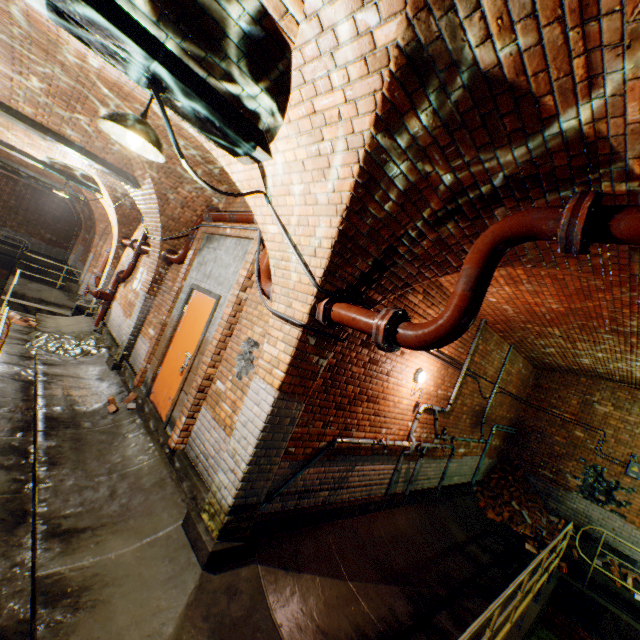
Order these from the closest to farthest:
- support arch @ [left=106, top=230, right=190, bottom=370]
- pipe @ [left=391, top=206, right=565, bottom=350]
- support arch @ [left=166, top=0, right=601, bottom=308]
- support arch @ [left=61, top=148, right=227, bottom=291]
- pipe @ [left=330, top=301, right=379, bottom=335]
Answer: support arch @ [left=166, top=0, right=601, bottom=308] < pipe @ [left=391, top=206, right=565, bottom=350] < pipe @ [left=330, top=301, right=379, bottom=335] < support arch @ [left=61, top=148, right=227, bottom=291] < support arch @ [left=106, top=230, right=190, bottom=370]

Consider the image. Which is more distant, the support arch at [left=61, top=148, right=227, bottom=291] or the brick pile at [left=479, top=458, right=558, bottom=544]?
the brick pile at [left=479, top=458, right=558, bottom=544]

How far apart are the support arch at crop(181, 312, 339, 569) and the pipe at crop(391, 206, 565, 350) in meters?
0.4 m

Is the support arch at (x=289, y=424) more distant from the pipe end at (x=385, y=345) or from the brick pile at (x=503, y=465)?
the brick pile at (x=503, y=465)

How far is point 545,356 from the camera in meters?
8.4 m

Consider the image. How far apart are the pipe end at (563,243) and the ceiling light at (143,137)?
2.8 meters

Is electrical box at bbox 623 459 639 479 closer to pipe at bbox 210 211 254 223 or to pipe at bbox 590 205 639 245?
pipe at bbox 590 205 639 245

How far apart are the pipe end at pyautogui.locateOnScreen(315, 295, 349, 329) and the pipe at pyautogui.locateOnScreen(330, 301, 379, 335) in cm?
1
